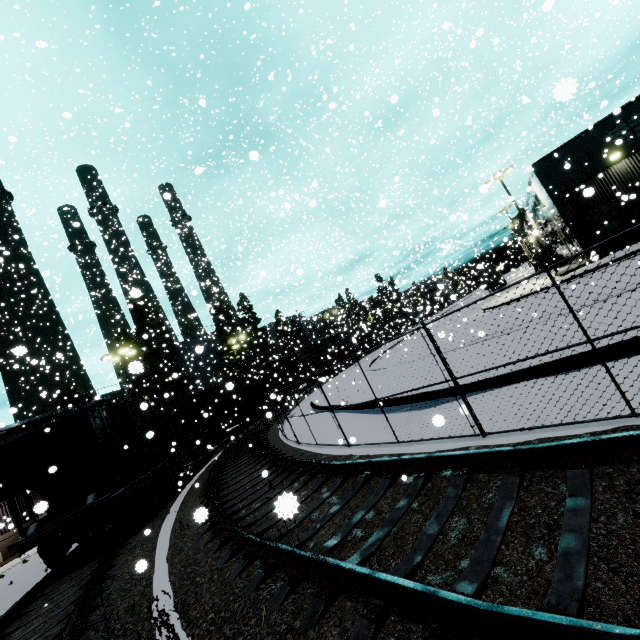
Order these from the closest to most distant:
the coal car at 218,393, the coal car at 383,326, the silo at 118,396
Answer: the coal car at 218,393, the coal car at 383,326, the silo at 118,396

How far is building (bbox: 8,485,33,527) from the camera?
20.7 meters

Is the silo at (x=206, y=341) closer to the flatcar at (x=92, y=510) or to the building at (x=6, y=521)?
the building at (x=6, y=521)

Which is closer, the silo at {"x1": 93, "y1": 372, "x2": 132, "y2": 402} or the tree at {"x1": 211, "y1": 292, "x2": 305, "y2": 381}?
the tree at {"x1": 211, "y1": 292, "x2": 305, "y2": 381}

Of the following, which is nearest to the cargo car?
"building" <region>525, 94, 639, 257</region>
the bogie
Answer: "building" <region>525, 94, 639, 257</region>

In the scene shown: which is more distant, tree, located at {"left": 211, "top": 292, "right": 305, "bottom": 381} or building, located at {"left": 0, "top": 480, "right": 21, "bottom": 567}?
tree, located at {"left": 211, "top": 292, "right": 305, "bottom": 381}

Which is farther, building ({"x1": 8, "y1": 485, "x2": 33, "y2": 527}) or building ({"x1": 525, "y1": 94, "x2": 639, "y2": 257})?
building ({"x1": 8, "y1": 485, "x2": 33, "y2": 527})

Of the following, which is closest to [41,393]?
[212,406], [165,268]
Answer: [212,406]
